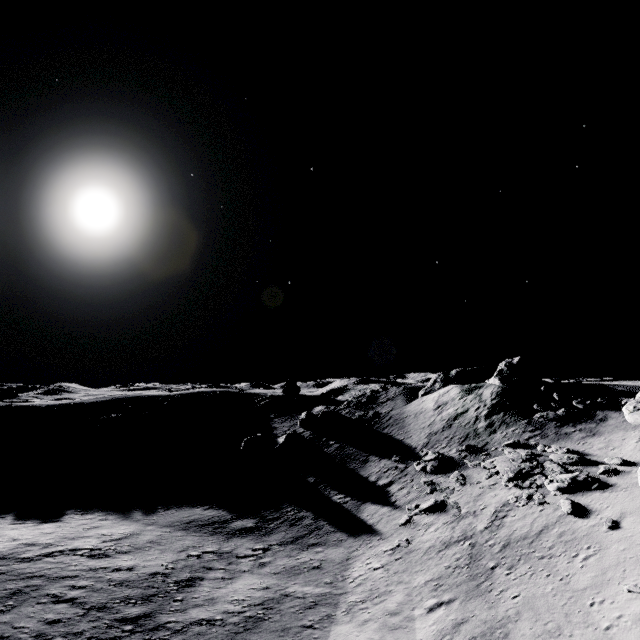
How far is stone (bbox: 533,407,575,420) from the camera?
26.61m

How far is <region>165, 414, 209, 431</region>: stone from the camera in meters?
44.1

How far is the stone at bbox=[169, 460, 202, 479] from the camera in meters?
32.6

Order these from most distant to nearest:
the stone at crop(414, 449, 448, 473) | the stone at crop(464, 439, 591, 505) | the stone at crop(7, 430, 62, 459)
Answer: the stone at crop(7, 430, 62, 459), the stone at crop(414, 449, 448, 473), the stone at crop(464, 439, 591, 505)

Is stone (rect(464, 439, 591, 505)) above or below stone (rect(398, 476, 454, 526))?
above

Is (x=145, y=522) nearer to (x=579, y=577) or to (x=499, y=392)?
(x=579, y=577)

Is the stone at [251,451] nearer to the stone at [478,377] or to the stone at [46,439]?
the stone at [478,377]

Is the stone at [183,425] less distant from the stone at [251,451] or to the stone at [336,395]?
the stone at [251,451]
